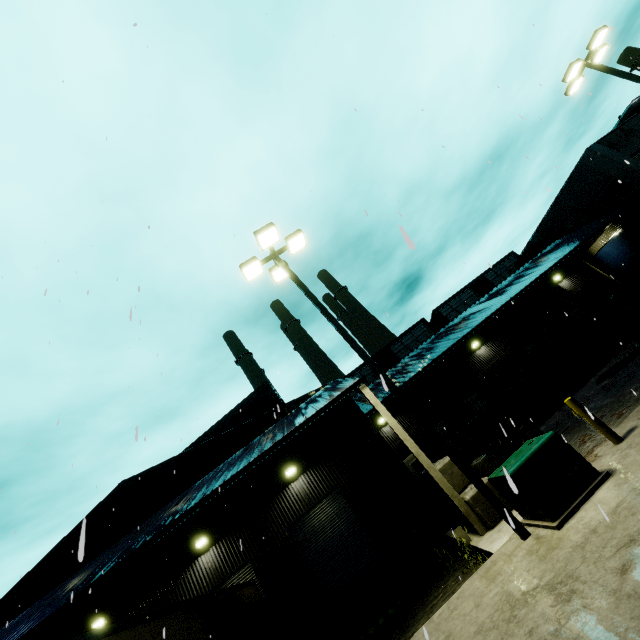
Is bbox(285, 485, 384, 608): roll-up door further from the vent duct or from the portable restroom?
the vent duct

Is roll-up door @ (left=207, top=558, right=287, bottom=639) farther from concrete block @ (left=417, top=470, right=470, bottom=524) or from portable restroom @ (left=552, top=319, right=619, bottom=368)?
portable restroom @ (left=552, top=319, right=619, bottom=368)

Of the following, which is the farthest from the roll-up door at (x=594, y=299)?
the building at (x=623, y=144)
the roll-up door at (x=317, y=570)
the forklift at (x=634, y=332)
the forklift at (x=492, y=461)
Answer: the roll-up door at (x=317, y=570)

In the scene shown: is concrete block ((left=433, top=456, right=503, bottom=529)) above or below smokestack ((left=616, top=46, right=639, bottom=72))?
below

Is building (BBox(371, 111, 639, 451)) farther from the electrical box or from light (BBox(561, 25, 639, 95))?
light (BBox(561, 25, 639, 95))

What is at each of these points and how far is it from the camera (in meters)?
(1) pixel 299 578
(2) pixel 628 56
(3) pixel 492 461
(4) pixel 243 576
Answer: (1) building, 13.84
(2) smokestack, 53.72
(3) forklift, 10.98
(4) roll-up door, 14.29

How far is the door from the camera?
20.6m

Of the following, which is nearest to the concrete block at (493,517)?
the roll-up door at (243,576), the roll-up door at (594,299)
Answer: the roll-up door at (243,576)
